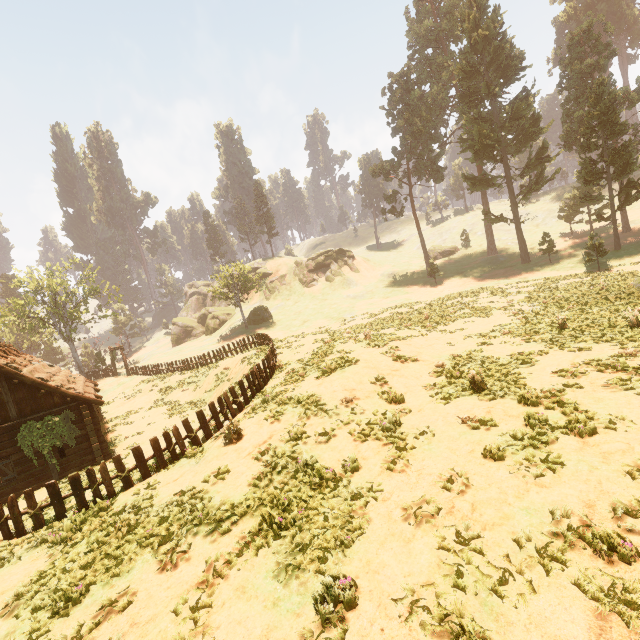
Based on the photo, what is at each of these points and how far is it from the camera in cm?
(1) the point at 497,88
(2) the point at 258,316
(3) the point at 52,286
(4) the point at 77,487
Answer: (1) treerock, 3584
(2) treerock, 4969
(3) treerock, 4088
(4) fence, 1026

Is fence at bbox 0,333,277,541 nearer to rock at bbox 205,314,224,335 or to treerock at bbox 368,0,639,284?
treerock at bbox 368,0,639,284

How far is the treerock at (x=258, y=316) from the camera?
46.25m

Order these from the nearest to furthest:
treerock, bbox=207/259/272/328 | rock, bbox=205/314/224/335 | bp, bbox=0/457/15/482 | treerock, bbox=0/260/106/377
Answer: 1. bp, bbox=0/457/15/482
2. treerock, bbox=0/260/106/377
3. treerock, bbox=207/259/272/328
4. rock, bbox=205/314/224/335

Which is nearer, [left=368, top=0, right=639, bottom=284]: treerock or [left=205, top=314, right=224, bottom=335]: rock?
[left=368, top=0, right=639, bottom=284]: treerock

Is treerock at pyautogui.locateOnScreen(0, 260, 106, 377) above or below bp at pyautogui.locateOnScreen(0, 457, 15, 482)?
above

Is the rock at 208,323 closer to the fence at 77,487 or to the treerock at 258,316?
the treerock at 258,316
